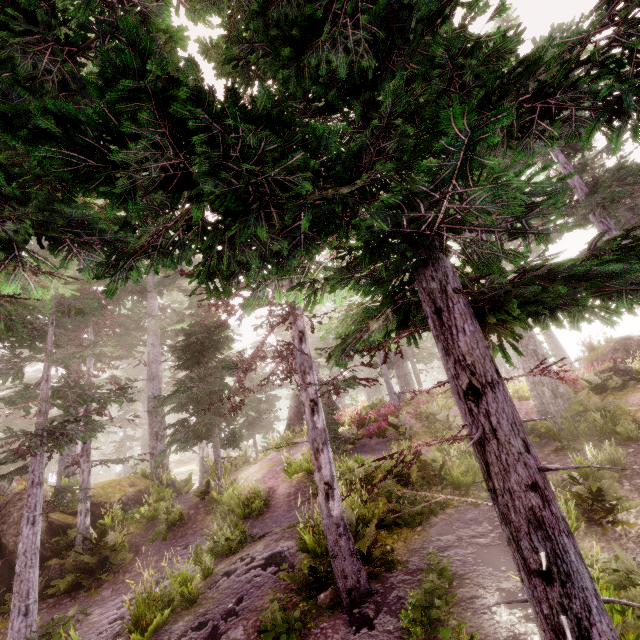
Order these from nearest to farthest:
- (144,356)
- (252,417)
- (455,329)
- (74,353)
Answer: (455,329), (74,353), (252,417), (144,356)

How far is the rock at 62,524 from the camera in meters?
10.5 m

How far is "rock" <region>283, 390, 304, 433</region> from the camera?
26.5 meters

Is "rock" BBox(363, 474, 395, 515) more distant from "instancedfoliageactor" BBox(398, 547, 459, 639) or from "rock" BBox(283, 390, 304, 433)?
"rock" BBox(283, 390, 304, 433)

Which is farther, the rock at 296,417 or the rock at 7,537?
the rock at 296,417

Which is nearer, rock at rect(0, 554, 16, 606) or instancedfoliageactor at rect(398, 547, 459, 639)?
instancedfoliageactor at rect(398, 547, 459, 639)

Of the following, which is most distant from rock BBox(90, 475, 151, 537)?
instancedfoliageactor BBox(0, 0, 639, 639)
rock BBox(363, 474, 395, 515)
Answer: rock BBox(363, 474, 395, 515)

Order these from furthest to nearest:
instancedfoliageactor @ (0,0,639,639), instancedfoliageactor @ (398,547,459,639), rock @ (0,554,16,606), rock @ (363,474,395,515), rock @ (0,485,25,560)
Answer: rock @ (0,485,25,560), rock @ (0,554,16,606), rock @ (363,474,395,515), instancedfoliageactor @ (398,547,459,639), instancedfoliageactor @ (0,0,639,639)
